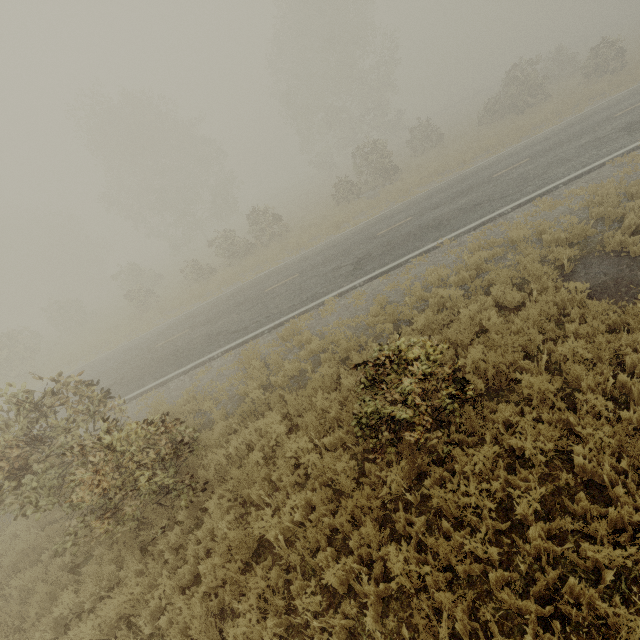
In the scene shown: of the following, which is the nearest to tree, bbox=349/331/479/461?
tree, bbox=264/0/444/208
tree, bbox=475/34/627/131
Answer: tree, bbox=475/34/627/131

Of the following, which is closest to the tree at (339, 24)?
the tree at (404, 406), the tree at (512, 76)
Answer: Answer: the tree at (512, 76)

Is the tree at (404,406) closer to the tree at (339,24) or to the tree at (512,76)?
the tree at (512,76)

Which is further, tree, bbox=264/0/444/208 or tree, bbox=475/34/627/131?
tree, bbox=264/0/444/208

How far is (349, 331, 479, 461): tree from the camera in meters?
4.5

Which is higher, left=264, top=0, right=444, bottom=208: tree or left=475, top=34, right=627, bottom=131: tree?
left=264, top=0, right=444, bottom=208: tree

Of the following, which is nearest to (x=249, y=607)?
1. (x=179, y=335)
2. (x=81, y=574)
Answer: (x=81, y=574)

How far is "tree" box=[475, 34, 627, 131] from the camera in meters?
21.4
